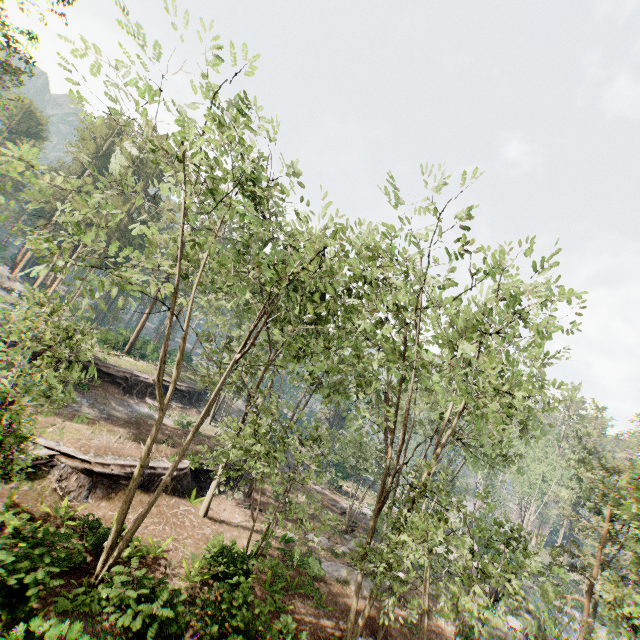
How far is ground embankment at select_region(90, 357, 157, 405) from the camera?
27.9 meters

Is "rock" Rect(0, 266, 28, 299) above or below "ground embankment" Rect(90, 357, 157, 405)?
above

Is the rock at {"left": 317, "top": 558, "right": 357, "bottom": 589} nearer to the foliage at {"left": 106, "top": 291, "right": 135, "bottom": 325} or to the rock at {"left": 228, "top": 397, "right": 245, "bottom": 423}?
the foliage at {"left": 106, "top": 291, "right": 135, "bottom": 325}

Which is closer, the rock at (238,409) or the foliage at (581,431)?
the foliage at (581,431)

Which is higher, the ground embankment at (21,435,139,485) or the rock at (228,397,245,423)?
the rock at (228,397,245,423)

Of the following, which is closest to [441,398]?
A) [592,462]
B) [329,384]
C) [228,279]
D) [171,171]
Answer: [171,171]

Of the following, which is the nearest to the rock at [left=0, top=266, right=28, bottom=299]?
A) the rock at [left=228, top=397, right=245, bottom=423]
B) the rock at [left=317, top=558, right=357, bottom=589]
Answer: the rock at [left=228, top=397, right=245, bottom=423]

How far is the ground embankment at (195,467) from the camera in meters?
21.0
